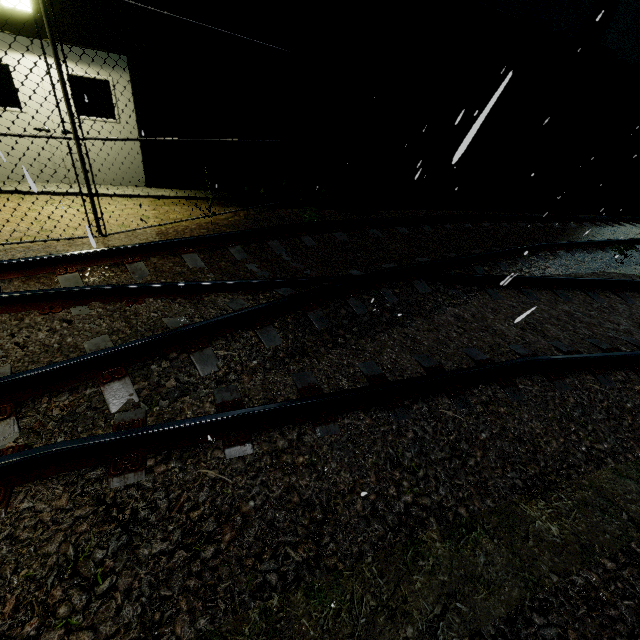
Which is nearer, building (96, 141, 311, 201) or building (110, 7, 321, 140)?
building (110, 7, 321, 140)

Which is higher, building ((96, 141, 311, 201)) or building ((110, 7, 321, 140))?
building ((110, 7, 321, 140))

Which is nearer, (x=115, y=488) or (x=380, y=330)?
(x=115, y=488)

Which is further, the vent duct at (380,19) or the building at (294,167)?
the building at (294,167)

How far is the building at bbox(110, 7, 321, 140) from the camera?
6.4 meters

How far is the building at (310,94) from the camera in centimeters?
636cm

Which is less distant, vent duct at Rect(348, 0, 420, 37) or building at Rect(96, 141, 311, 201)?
vent duct at Rect(348, 0, 420, 37)
